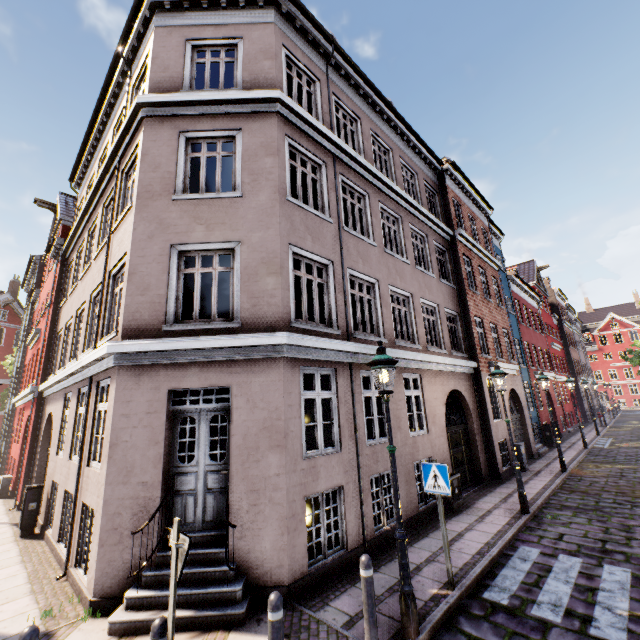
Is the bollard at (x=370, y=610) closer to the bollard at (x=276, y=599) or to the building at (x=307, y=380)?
the bollard at (x=276, y=599)

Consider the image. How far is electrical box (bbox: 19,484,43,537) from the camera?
8.89m

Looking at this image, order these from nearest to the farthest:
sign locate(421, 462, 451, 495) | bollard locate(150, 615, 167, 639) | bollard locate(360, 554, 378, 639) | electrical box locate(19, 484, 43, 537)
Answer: bollard locate(150, 615, 167, 639) < bollard locate(360, 554, 378, 639) < sign locate(421, 462, 451, 495) < electrical box locate(19, 484, 43, 537)

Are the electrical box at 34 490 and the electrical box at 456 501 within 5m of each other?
no

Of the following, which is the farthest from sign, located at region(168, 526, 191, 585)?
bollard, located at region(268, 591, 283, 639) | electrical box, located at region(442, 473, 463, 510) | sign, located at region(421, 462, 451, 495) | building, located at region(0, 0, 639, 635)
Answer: electrical box, located at region(442, 473, 463, 510)

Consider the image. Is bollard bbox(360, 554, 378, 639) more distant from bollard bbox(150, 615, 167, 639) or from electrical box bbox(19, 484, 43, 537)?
electrical box bbox(19, 484, 43, 537)

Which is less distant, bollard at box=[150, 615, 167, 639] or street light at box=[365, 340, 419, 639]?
bollard at box=[150, 615, 167, 639]

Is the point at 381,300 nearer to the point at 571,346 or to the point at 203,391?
the point at 203,391
